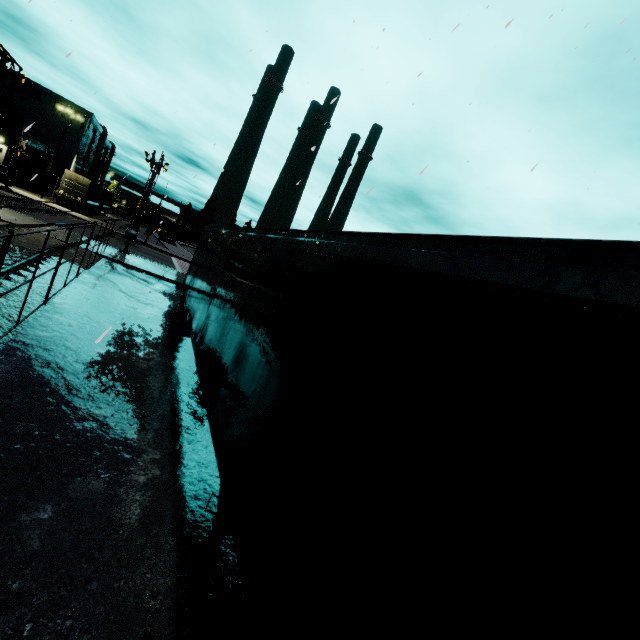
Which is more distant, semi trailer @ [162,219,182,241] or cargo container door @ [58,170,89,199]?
semi trailer @ [162,219,182,241]

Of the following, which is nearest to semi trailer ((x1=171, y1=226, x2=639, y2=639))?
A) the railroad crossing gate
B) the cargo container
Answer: the cargo container

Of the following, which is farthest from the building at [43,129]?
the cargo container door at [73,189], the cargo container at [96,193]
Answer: the cargo container door at [73,189]

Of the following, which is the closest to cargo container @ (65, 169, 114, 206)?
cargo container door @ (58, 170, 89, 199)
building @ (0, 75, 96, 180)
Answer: cargo container door @ (58, 170, 89, 199)

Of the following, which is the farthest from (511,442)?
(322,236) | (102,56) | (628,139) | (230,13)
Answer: (230,13)

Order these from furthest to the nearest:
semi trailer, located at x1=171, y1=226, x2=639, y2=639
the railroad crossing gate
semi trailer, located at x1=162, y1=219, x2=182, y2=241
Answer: semi trailer, located at x1=162, y1=219, x2=182, y2=241 → the railroad crossing gate → semi trailer, located at x1=171, y1=226, x2=639, y2=639

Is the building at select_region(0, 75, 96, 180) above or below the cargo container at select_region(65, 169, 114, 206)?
above

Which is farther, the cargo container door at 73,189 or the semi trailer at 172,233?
the semi trailer at 172,233
